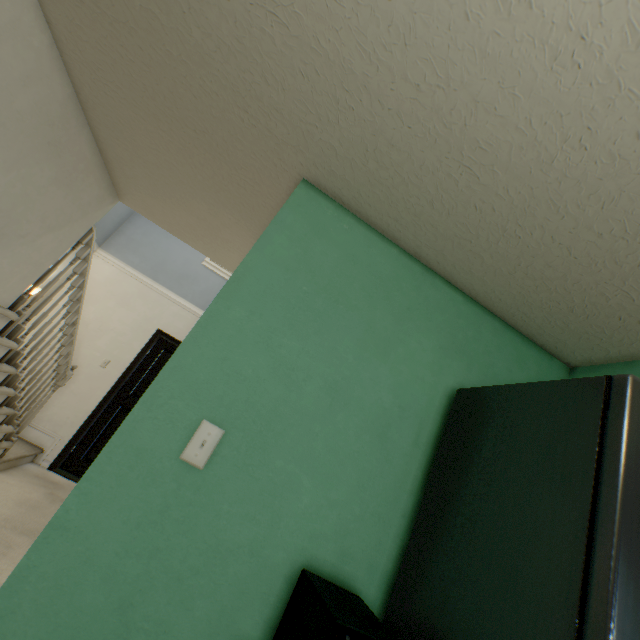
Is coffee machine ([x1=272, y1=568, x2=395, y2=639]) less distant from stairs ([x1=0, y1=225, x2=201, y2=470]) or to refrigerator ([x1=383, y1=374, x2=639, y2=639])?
refrigerator ([x1=383, y1=374, x2=639, y2=639])

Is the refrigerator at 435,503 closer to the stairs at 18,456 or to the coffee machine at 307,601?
the coffee machine at 307,601

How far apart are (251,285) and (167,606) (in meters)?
1.00

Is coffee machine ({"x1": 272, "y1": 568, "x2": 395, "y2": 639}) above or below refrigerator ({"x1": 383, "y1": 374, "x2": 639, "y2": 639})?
below

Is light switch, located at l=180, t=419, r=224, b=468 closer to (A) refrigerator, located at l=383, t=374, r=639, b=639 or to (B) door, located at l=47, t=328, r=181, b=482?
(A) refrigerator, located at l=383, t=374, r=639, b=639

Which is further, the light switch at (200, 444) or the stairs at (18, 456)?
the stairs at (18, 456)

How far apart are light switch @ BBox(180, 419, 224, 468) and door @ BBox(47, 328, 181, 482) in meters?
4.1 m
